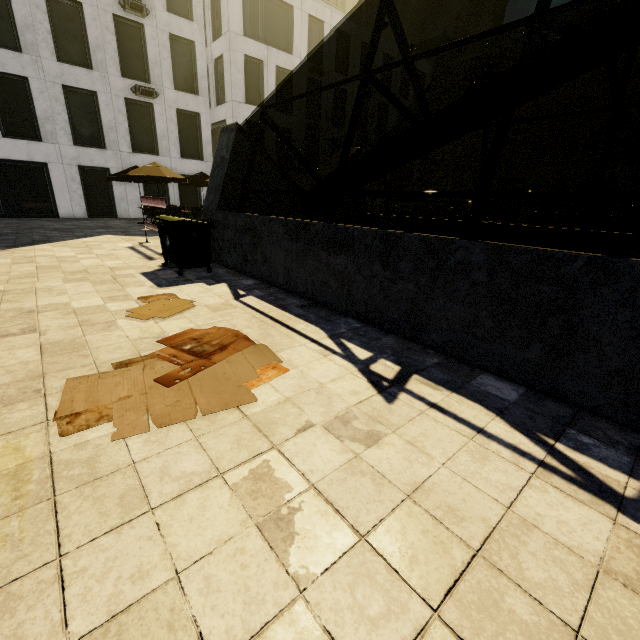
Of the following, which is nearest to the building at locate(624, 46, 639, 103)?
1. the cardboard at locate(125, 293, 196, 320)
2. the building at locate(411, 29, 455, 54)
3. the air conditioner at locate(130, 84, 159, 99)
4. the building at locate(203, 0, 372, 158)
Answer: the building at locate(411, 29, 455, 54)

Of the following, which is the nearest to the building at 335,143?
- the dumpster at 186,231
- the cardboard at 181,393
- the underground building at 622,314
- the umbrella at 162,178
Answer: the underground building at 622,314

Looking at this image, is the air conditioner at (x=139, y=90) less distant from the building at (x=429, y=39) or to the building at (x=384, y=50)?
the building at (x=384, y=50)

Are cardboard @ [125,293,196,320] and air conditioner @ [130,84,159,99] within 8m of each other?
no

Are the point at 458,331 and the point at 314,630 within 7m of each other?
yes

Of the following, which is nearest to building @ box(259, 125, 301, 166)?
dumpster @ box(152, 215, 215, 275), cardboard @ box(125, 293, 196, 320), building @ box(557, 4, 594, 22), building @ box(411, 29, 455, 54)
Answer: building @ box(557, 4, 594, 22)

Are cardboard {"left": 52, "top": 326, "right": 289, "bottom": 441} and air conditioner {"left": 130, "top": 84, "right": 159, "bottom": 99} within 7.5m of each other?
no

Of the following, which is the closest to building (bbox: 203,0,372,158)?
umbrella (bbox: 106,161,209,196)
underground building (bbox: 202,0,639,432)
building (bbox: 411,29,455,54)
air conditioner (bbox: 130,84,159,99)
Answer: air conditioner (bbox: 130,84,159,99)
